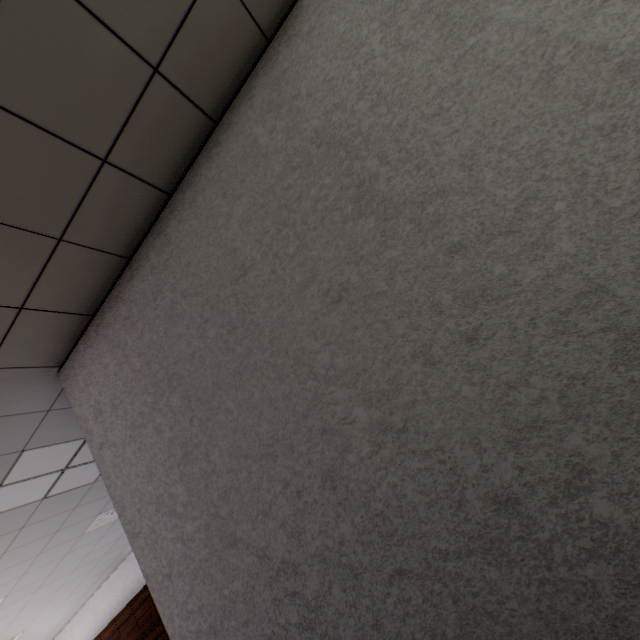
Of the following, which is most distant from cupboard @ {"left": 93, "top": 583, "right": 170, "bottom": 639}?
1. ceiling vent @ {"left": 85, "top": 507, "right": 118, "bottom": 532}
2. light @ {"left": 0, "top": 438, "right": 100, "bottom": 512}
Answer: light @ {"left": 0, "top": 438, "right": 100, "bottom": 512}

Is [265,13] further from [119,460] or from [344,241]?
[119,460]

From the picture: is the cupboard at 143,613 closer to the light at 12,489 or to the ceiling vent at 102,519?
the ceiling vent at 102,519

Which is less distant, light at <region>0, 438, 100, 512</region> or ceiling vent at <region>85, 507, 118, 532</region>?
light at <region>0, 438, 100, 512</region>

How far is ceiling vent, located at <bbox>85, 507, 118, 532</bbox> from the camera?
4.5 meters

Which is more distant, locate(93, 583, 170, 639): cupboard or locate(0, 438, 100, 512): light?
locate(93, 583, 170, 639): cupboard

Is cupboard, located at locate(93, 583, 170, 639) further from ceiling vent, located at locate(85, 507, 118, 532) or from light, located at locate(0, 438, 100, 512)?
light, located at locate(0, 438, 100, 512)

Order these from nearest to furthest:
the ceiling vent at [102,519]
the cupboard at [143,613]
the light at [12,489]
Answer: the light at [12,489] → the ceiling vent at [102,519] → the cupboard at [143,613]
